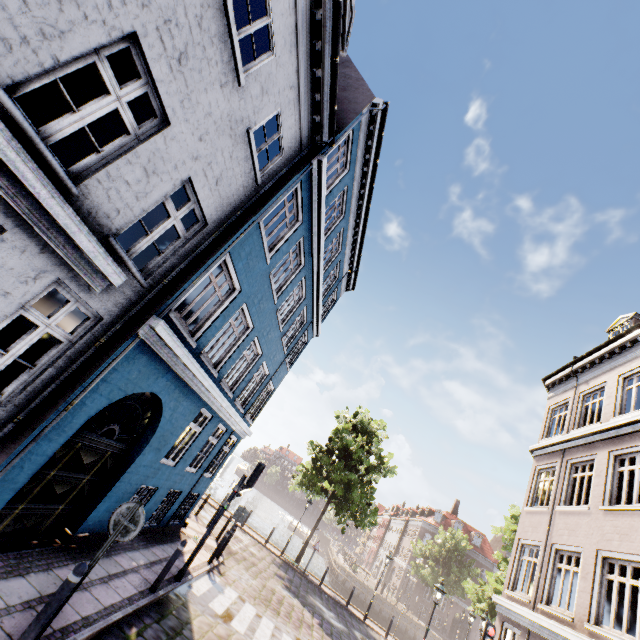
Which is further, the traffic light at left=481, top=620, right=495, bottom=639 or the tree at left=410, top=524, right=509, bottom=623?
the tree at left=410, top=524, right=509, bottom=623

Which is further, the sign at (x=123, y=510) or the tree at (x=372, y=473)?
the tree at (x=372, y=473)

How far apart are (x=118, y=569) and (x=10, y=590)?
2.9m

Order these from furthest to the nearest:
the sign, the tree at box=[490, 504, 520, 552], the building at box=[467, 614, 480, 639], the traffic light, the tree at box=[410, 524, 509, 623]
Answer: the building at box=[467, 614, 480, 639]
the tree at box=[490, 504, 520, 552]
the tree at box=[410, 524, 509, 623]
the traffic light
the sign

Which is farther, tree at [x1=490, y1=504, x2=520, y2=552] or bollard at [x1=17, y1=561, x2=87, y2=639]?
tree at [x1=490, y1=504, x2=520, y2=552]

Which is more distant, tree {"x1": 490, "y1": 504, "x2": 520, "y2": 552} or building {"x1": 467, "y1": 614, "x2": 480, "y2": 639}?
building {"x1": 467, "y1": 614, "x2": 480, "y2": 639}

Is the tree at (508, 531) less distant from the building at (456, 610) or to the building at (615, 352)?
the building at (456, 610)

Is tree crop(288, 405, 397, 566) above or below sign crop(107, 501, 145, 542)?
above
